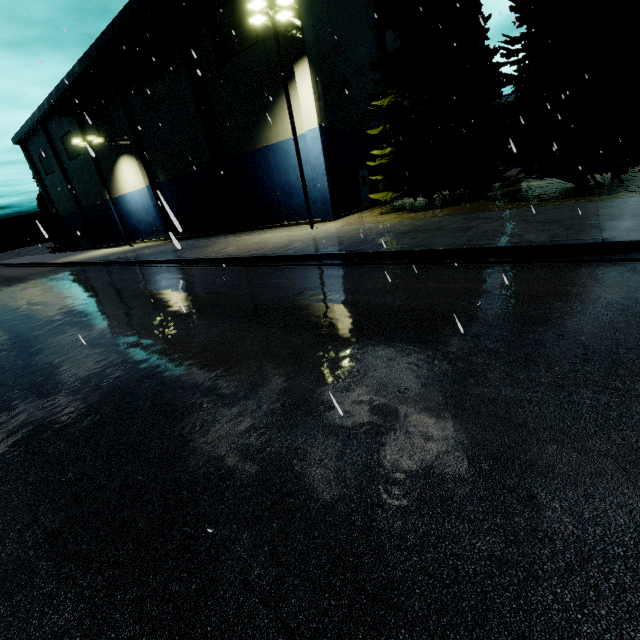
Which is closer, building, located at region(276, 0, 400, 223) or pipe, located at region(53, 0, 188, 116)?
building, located at region(276, 0, 400, 223)

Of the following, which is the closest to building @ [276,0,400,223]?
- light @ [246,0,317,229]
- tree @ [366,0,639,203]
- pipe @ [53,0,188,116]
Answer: pipe @ [53,0,188,116]

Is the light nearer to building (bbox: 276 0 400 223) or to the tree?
building (bbox: 276 0 400 223)

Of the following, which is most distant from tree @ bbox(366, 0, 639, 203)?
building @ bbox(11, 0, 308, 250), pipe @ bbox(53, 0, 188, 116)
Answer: building @ bbox(11, 0, 308, 250)

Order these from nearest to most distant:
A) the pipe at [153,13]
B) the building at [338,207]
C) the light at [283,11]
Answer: the light at [283,11] < the building at [338,207] < the pipe at [153,13]

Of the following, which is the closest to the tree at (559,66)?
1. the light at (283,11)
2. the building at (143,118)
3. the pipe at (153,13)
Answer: the pipe at (153,13)

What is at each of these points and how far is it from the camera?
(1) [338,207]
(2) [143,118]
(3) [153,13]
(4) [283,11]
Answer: (1) building, 20.33m
(2) building, 27.50m
(3) pipe, 20.16m
(4) light, 14.77m

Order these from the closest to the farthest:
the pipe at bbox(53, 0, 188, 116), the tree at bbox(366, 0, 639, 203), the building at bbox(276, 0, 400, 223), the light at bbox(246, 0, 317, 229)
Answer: the tree at bbox(366, 0, 639, 203), the light at bbox(246, 0, 317, 229), the building at bbox(276, 0, 400, 223), the pipe at bbox(53, 0, 188, 116)
